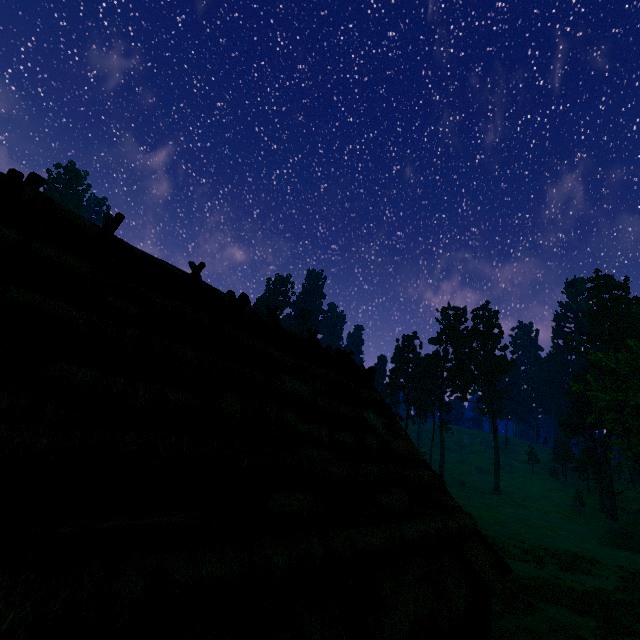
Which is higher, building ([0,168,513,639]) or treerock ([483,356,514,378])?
treerock ([483,356,514,378])

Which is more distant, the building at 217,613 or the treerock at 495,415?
the treerock at 495,415

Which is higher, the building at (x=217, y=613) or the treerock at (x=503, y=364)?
the treerock at (x=503, y=364)

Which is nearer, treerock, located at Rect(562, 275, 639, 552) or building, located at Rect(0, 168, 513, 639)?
building, located at Rect(0, 168, 513, 639)

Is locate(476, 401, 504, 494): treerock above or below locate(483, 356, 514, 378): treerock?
below

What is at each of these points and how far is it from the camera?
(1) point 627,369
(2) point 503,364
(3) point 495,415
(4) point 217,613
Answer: (1) treerock, 36.7 meters
(2) treerock, 58.1 meters
(3) treerock, 58.1 meters
(4) building, 2.6 meters

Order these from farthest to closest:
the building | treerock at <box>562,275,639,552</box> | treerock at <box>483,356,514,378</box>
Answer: treerock at <box>483,356,514,378</box> → treerock at <box>562,275,639,552</box> → the building
